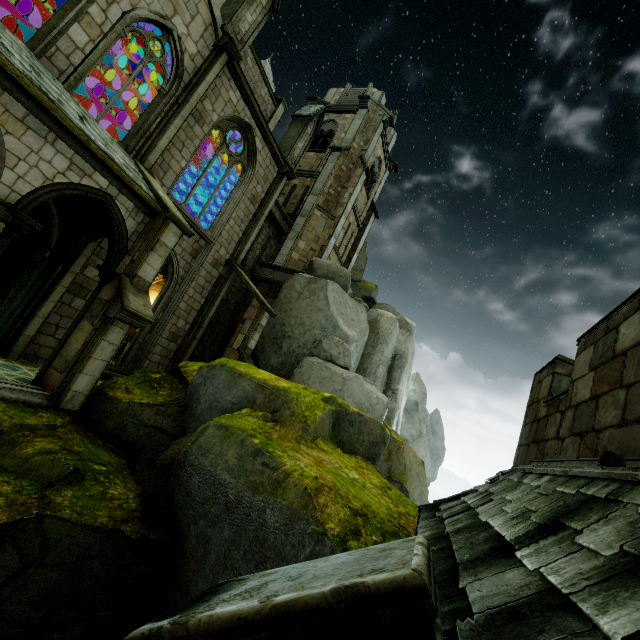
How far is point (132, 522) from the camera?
5.36m

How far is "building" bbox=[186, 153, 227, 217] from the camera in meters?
18.7 m

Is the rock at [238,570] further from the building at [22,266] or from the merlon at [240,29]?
the merlon at [240,29]

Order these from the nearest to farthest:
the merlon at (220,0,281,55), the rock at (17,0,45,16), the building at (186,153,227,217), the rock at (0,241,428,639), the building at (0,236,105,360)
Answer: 1. the rock at (0,241,428,639)
2. the building at (0,236,105,360)
3. the merlon at (220,0,281,55)
4. the building at (186,153,227,217)
5. the rock at (17,0,45,16)

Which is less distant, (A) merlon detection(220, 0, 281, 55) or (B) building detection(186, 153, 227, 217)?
(A) merlon detection(220, 0, 281, 55)

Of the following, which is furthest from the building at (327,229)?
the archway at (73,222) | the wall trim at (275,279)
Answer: the wall trim at (275,279)

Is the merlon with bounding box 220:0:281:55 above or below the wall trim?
above

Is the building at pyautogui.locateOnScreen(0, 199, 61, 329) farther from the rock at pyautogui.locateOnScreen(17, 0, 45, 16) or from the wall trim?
the wall trim
